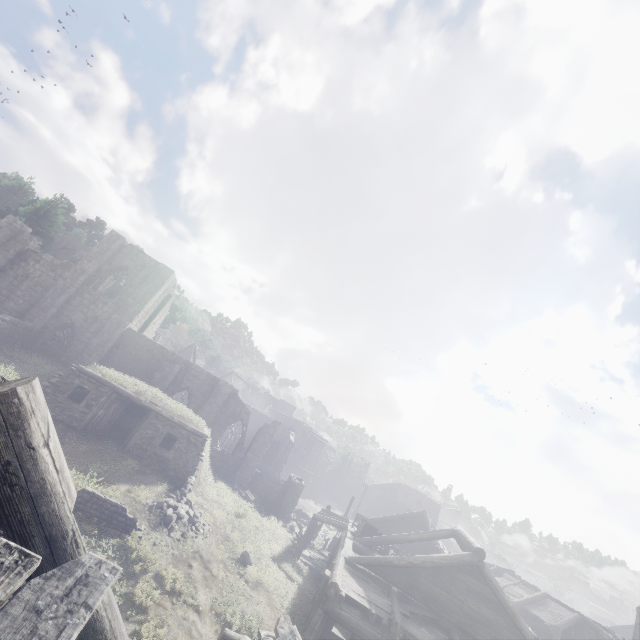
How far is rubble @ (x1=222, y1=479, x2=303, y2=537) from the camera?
24.8 meters

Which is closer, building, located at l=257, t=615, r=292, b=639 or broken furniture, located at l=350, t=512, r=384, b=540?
building, located at l=257, t=615, r=292, b=639

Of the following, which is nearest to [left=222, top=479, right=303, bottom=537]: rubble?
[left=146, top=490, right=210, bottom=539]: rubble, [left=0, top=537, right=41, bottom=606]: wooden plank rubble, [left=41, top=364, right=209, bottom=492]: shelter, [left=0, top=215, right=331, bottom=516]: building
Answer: [left=0, top=215, right=331, bottom=516]: building

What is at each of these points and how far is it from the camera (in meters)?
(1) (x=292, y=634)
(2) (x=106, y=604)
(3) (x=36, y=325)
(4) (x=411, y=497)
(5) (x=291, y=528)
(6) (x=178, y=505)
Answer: (1) wooden plank rubble, 2.10
(2) building, 2.80
(3) building, 23.94
(4) building, 55.38
(5) rubble, 26.53
(6) rubble, 15.18

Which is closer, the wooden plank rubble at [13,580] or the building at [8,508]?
the wooden plank rubble at [13,580]

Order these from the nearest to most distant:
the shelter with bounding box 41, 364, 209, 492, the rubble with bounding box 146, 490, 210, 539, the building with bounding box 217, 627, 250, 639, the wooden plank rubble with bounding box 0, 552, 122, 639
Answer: the wooden plank rubble with bounding box 0, 552, 122, 639 → the building with bounding box 217, 627, 250, 639 → the rubble with bounding box 146, 490, 210, 539 → the shelter with bounding box 41, 364, 209, 492

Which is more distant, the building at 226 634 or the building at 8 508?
the building at 226 634

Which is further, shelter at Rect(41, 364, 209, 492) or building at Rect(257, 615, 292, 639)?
shelter at Rect(41, 364, 209, 492)
